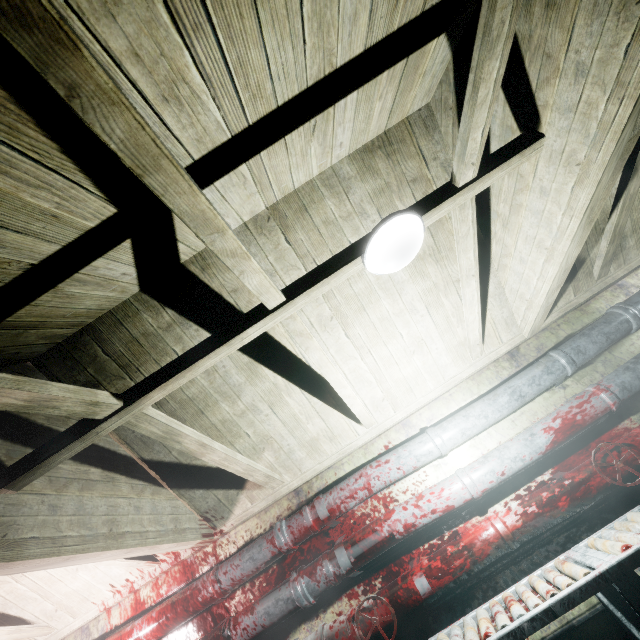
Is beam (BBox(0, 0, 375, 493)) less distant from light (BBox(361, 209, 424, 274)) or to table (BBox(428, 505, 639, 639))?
light (BBox(361, 209, 424, 274))

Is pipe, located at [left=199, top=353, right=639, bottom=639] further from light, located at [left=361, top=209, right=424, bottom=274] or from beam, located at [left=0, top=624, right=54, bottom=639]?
light, located at [left=361, top=209, right=424, bottom=274]

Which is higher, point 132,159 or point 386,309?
point 386,309

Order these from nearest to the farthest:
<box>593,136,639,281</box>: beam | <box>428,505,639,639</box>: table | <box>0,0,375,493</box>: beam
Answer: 1. <box>0,0,375,493</box>: beam
2. <box>428,505,639,639</box>: table
3. <box>593,136,639,281</box>: beam

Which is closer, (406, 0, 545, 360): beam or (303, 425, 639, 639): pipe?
(406, 0, 545, 360): beam

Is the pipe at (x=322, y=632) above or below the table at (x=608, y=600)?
above

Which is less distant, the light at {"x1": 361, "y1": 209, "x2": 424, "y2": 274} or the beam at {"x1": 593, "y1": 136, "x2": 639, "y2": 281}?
the light at {"x1": 361, "y1": 209, "x2": 424, "y2": 274}

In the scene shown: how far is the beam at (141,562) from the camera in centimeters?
234cm
